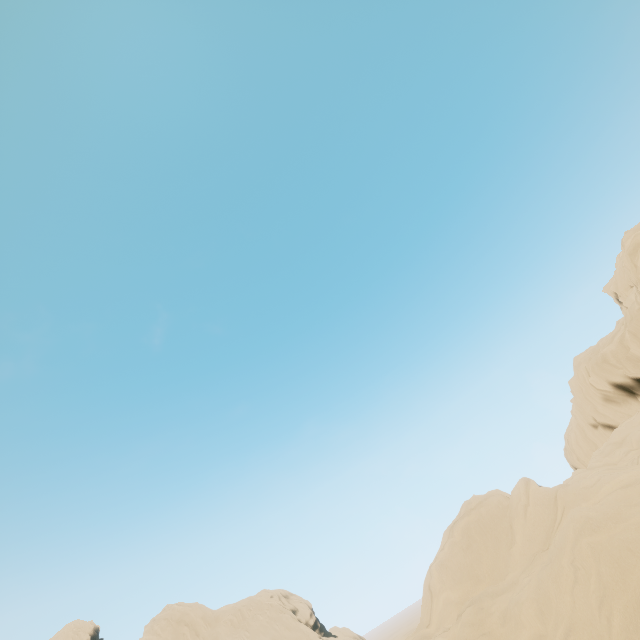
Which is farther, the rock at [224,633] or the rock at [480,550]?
the rock at [224,633]

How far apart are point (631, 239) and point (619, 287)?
14.33m

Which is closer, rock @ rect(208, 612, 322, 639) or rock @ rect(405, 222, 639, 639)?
rock @ rect(405, 222, 639, 639)
